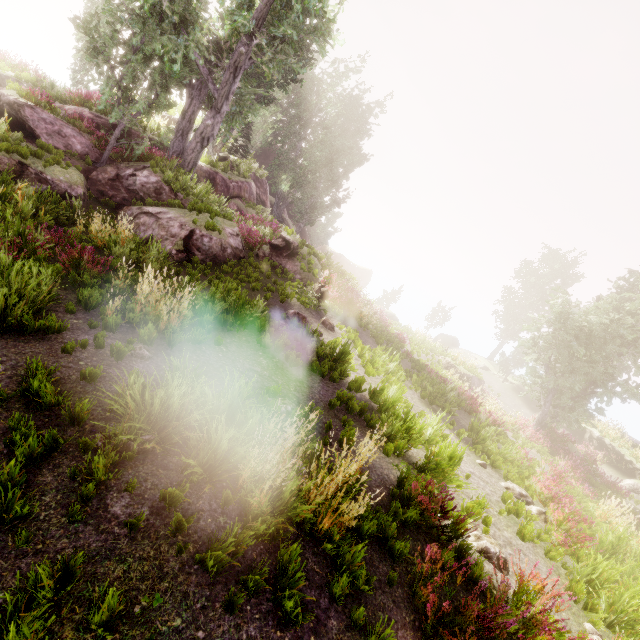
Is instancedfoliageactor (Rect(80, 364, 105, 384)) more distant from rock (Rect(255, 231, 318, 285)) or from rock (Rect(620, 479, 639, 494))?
rock (Rect(620, 479, 639, 494))

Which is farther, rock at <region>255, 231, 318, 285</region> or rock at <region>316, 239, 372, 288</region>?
rock at <region>316, 239, 372, 288</region>

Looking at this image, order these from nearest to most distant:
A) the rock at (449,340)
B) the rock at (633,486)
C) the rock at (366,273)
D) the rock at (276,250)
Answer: the rock at (276,250), the rock at (633,486), the rock at (449,340), the rock at (366,273)

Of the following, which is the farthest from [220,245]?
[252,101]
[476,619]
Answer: [476,619]

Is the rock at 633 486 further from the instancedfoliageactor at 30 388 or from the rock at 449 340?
the rock at 449 340

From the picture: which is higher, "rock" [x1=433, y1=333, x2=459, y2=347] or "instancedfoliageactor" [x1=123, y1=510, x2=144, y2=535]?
"rock" [x1=433, y1=333, x2=459, y2=347]

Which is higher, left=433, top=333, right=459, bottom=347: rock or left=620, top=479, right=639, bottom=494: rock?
left=433, top=333, right=459, bottom=347: rock
